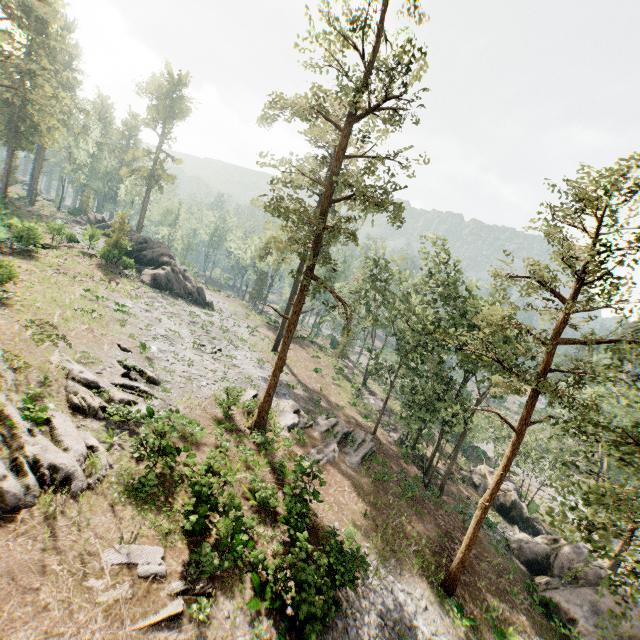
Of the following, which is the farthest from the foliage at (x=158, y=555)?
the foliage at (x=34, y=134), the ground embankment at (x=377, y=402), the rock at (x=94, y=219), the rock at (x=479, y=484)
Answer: the rock at (x=94, y=219)

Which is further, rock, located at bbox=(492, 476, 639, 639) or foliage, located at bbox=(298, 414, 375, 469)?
foliage, located at bbox=(298, 414, 375, 469)

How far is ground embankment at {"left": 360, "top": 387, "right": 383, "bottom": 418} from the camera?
38.75m

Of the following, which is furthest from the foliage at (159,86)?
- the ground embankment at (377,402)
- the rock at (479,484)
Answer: Answer: the rock at (479,484)

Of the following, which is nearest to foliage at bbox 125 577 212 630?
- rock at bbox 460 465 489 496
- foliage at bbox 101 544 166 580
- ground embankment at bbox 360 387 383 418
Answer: ground embankment at bbox 360 387 383 418

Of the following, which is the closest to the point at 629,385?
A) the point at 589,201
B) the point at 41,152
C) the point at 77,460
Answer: the point at 589,201

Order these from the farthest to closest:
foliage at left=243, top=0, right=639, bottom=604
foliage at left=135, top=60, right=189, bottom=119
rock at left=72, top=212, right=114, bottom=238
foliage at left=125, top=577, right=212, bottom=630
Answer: foliage at left=135, top=60, right=189, bottom=119, rock at left=72, top=212, right=114, bottom=238, foliage at left=243, top=0, right=639, bottom=604, foliage at left=125, top=577, right=212, bottom=630

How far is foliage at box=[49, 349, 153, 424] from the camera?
15.2 meters
